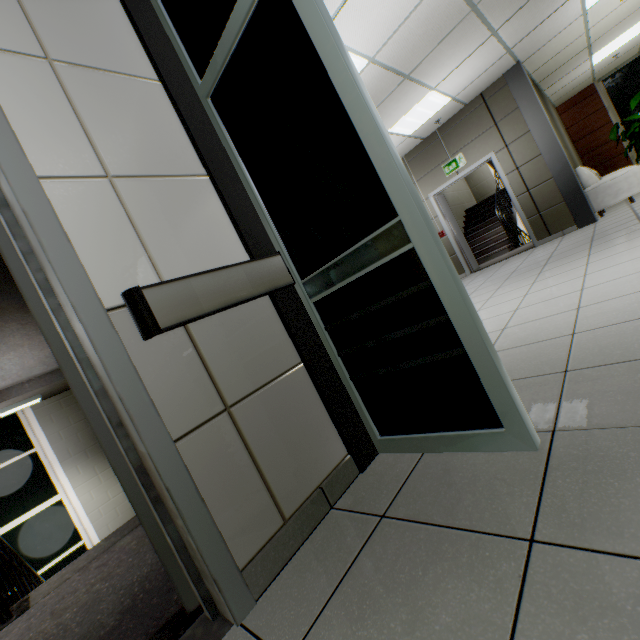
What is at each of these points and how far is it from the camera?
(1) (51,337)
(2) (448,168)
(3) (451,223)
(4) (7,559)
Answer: (1) door, 1.2 meters
(2) exit sign, 7.2 meters
(3) door, 7.9 meters
(4) railing, 2.5 meters

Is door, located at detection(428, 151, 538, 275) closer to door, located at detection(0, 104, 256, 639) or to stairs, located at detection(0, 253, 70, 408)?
stairs, located at detection(0, 253, 70, 408)

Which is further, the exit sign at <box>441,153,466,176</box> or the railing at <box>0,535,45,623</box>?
the exit sign at <box>441,153,466,176</box>

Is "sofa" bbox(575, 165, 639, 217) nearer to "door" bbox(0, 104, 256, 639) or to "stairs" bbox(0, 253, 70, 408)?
"stairs" bbox(0, 253, 70, 408)

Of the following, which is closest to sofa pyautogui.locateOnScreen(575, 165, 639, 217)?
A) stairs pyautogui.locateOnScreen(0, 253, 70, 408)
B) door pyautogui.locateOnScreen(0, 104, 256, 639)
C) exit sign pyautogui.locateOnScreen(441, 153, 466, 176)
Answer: exit sign pyautogui.locateOnScreen(441, 153, 466, 176)

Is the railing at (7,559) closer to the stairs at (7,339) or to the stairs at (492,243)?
the stairs at (7,339)

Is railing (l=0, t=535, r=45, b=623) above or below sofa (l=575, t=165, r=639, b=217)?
below

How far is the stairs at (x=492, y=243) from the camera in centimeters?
826cm
